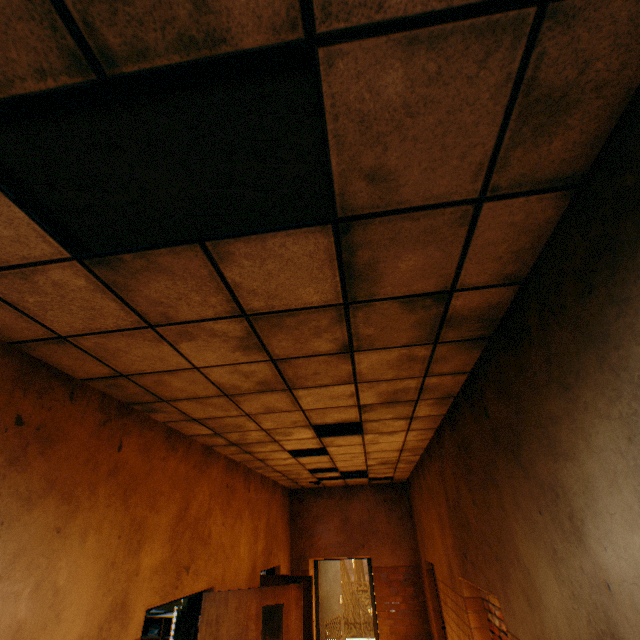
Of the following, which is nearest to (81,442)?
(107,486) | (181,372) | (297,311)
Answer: (107,486)

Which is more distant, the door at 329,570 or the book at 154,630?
the door at 329,570

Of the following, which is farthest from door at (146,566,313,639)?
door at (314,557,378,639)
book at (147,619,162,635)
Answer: door at (314,557,378,639)

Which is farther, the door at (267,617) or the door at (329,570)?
the door at (329,570)

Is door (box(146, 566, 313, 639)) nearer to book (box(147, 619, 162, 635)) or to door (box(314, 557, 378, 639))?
book (box(147, 619, 162, 635))

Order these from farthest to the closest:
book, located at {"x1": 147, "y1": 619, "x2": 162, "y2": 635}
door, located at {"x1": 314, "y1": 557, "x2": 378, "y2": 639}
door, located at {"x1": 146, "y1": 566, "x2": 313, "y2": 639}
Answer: door, located at {"x1": 314, "y1": 557, "x2": 378, "y2": 639} → book, located at {"x1": 147, "y1": 619, "x2": 162, "y2": 635} → door, located at {"x1": 146, "y1": 566, "x2": 313, "y2": 639}
